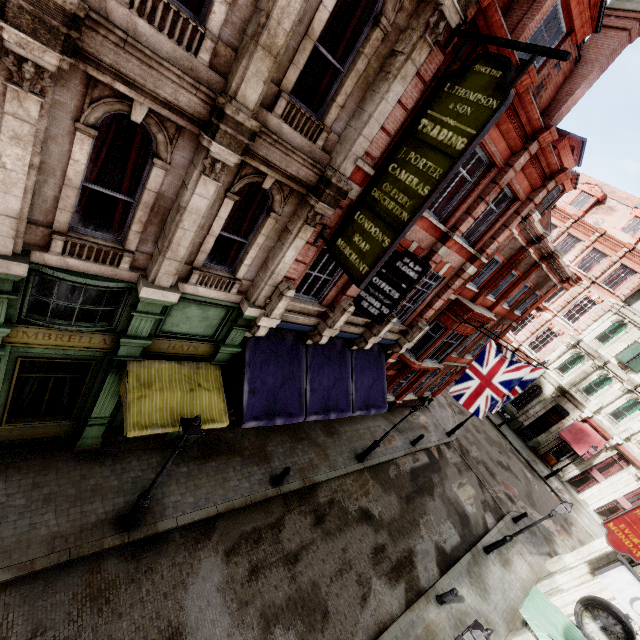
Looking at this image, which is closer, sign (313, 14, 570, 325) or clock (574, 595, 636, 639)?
sign (313, 14, 570, 325)

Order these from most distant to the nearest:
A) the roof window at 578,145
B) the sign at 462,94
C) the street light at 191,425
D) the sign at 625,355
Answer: the sign at 625,355 < the roof window at 578,145 < the street light at 191,425 < the sign at 462,94

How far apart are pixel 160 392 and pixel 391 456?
13.09m

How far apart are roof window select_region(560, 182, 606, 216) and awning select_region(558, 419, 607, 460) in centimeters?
1874cm

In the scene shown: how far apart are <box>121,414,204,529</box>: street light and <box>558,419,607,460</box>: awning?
31.0m

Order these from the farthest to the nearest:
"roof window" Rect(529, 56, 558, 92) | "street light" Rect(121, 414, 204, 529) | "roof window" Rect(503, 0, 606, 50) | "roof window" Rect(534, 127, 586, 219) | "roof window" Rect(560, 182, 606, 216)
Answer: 1. "roof window" Rect(560, 182, 606, 216)
2. "roof window" Rect(534, 127, 586, 219)
3. "roof window" Rect(529, 56, 558, 92)
4. "roof window" Rect(503, 0, 606, 50)
5. "street light" Rect(121, 414, 204, 529)

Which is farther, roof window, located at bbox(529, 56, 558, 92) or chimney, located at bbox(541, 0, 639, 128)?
chimney, located at bbox(541, 0, 639, 128)

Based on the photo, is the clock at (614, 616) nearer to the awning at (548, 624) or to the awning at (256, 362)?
the awning at (548, 624)
